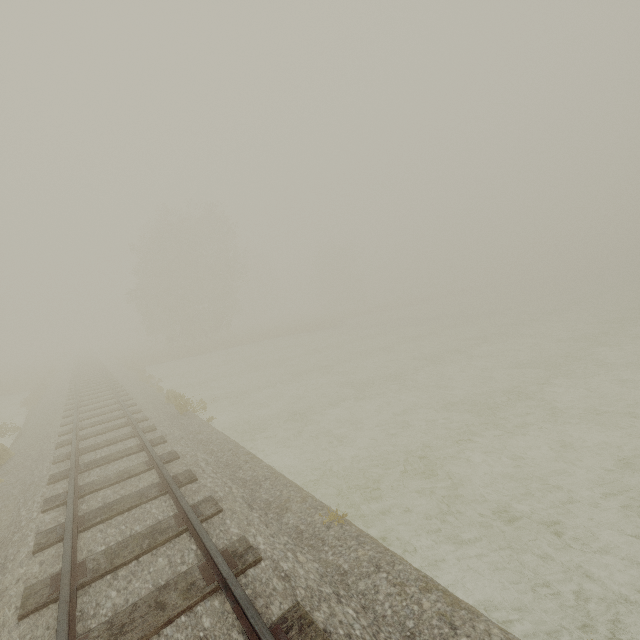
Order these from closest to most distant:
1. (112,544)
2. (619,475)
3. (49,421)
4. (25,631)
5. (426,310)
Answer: (25,631), (112,544), (619,475), (49,421), (426,310)
